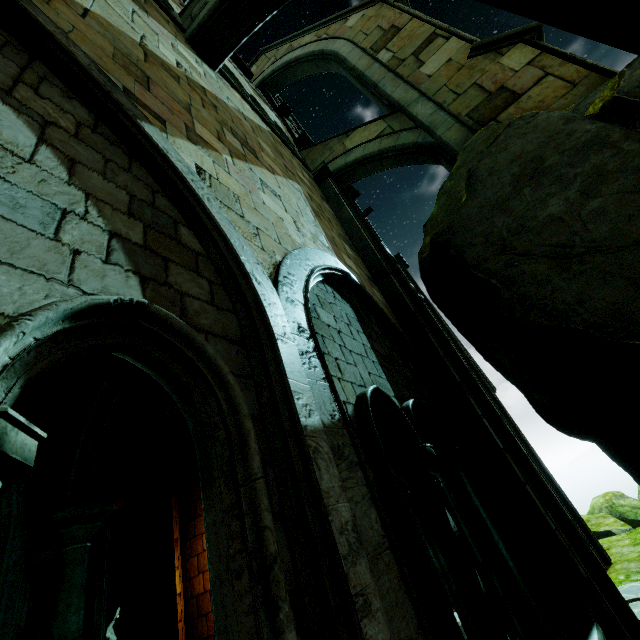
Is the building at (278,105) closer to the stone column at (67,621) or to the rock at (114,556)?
the rock at (114,556)

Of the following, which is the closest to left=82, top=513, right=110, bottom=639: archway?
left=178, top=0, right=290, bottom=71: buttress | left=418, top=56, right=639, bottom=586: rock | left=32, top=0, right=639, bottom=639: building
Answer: left=32, top=0, right=639, bottom=639: building

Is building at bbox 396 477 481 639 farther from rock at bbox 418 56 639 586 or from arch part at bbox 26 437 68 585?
arch part at bbox 26 437 68 585

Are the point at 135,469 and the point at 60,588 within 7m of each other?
no

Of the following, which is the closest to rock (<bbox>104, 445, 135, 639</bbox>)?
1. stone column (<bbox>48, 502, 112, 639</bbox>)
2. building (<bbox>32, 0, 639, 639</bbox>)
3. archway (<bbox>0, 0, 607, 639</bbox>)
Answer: building (<bbox>32, 0, 639, 639</bbox>)

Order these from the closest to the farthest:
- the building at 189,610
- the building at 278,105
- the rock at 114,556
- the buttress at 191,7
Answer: the buttress at 191,7, the building at 189,610, the building at 278,105, the rock at 114,556

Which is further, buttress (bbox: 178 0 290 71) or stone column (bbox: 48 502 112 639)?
buttress (bbox: 178 0 290 71)

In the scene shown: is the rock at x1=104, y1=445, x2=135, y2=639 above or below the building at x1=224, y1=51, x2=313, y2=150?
below
